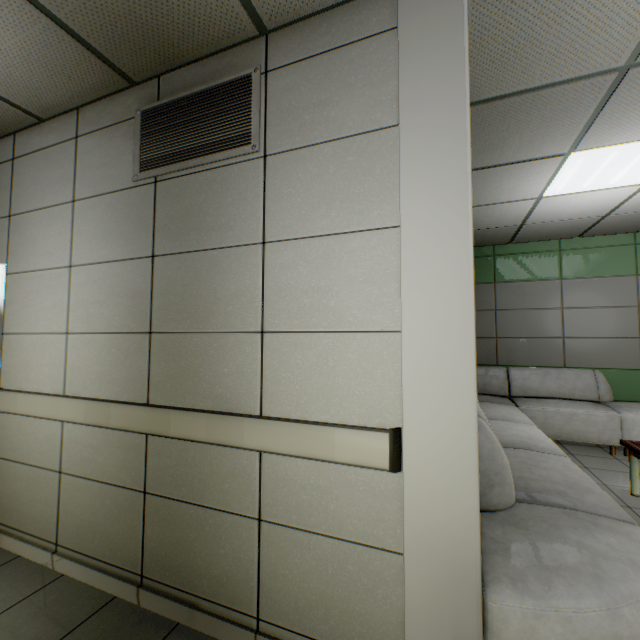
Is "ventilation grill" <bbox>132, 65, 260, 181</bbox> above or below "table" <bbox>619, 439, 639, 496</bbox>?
above

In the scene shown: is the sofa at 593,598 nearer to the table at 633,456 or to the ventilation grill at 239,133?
the table at 633,456

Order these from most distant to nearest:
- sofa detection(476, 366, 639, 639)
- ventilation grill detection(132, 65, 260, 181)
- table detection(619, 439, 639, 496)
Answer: table detection(619, 439, 639, 496)
ventilation grill detection(132, 65, 260, 181)
sofa detection(476, 366, 639, 639)

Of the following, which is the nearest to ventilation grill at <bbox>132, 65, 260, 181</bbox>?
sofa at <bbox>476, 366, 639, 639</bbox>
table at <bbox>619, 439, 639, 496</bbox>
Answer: sofa at <bbox>476, 366, 639, 639</bbox>

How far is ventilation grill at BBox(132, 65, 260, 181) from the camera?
1.80m

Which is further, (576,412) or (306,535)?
(576,412)

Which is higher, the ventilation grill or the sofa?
the ventilation grill

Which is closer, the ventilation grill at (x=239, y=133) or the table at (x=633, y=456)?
the ventilation grill at (x=239, y=133)
